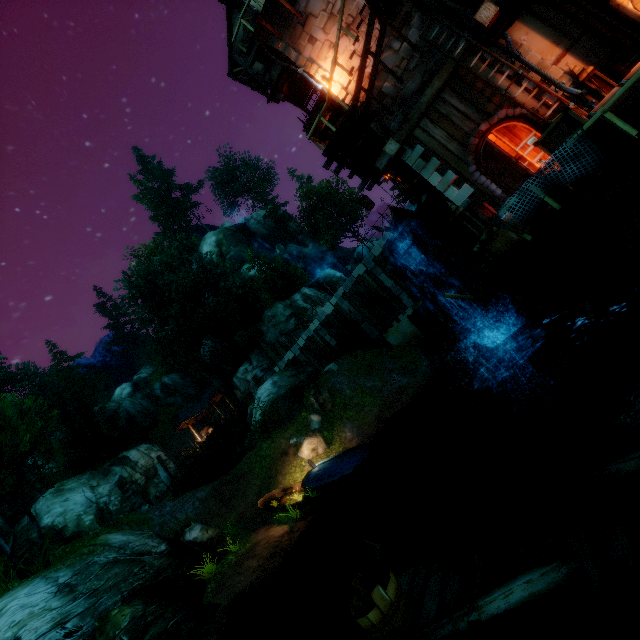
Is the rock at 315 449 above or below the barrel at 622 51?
below

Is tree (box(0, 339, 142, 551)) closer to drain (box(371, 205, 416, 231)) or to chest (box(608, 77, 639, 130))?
chest (box(608, 77, 639, 130))

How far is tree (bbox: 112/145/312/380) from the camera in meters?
33.7 m

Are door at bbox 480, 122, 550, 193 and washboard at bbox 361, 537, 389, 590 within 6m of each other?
no

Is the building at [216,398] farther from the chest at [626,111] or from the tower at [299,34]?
the chest at [626,111]

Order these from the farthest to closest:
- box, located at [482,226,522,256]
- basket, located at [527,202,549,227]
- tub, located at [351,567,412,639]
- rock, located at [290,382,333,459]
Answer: rock, located at [290,382,333,459] < box, located at [482,226,522,256] < basket, located at [527,202,549,227] < tub, located at [351,567,412,639]

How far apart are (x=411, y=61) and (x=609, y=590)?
13.9 meters

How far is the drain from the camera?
13.61m
